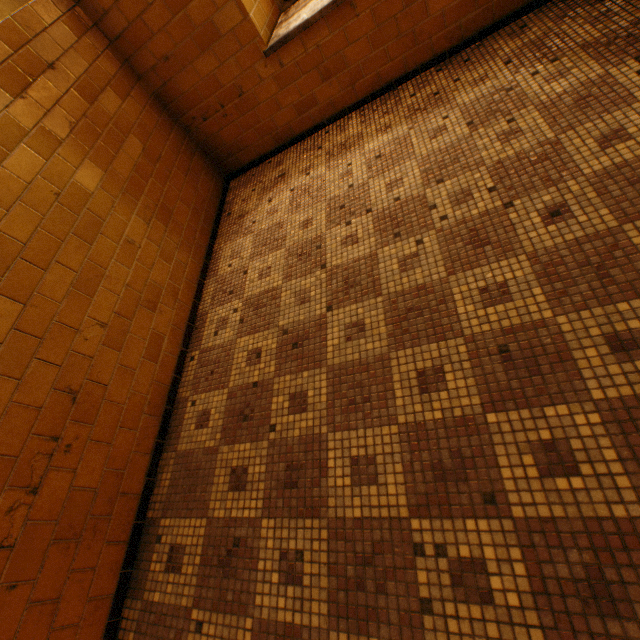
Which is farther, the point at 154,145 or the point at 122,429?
the point at 154,145
